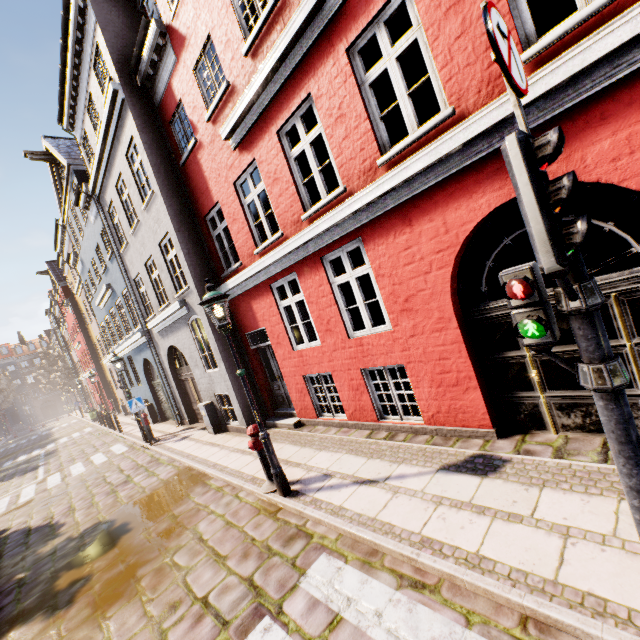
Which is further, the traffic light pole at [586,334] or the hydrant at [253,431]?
the hydrant at [253,431]

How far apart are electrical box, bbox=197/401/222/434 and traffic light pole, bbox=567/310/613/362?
10.5 meters

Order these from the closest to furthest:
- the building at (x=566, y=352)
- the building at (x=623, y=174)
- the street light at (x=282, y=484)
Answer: the building at (x=623, y=174) → the building at (x=566, y=352) → the street light at (x=282, y=484)

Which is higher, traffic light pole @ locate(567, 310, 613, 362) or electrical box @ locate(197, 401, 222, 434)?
traffic light pole @ locate(567, 310, 613, 362)

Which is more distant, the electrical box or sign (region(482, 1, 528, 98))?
the electrical box

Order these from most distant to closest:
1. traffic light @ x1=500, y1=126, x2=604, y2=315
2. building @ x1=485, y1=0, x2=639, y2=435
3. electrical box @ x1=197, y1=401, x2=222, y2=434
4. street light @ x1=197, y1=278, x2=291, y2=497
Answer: electrical box @ x1=197, y1=401, x2=222, y2=434 < street light @ x1=197, y1=278, x2=291, y2=497 < building @ x1=485, y1=0, x2=639, y2=435 < traffic light @ x1=500, y1=126, x2=604, y2=315

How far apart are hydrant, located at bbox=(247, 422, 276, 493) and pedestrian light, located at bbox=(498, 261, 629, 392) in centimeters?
476cm

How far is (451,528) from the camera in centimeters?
361cm
